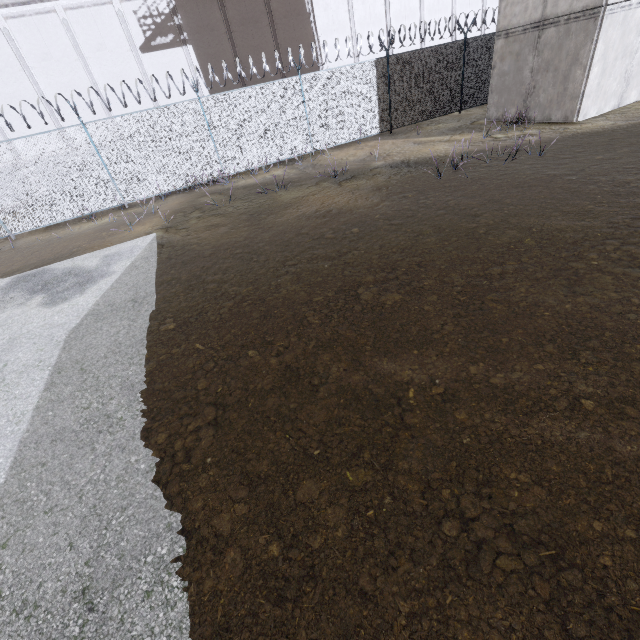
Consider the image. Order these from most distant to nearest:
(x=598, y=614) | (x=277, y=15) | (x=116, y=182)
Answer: (x=277, y=15)
(x=116, y=182)
(x=598, y=614)

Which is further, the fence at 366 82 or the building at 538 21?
the fence at 366 82

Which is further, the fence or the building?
the fence
